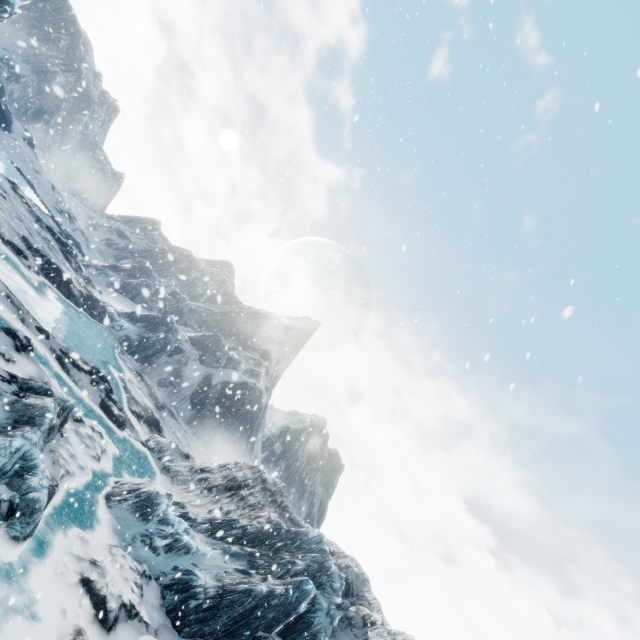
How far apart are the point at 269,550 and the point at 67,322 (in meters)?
20.09
